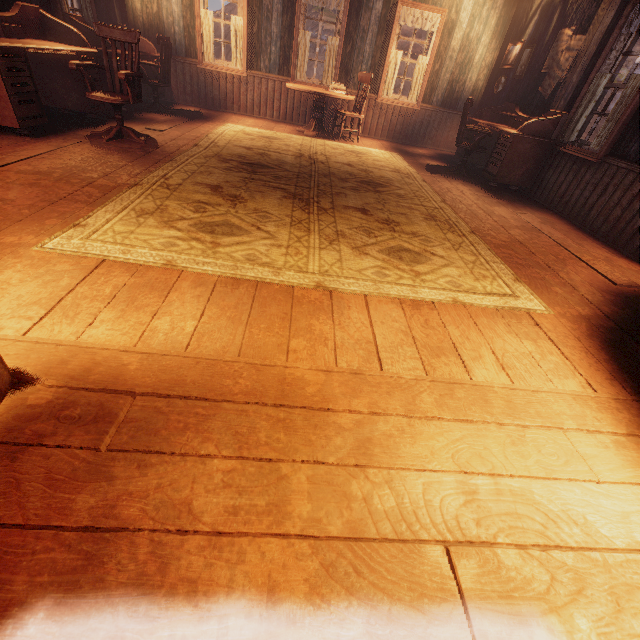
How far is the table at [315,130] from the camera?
6.04m

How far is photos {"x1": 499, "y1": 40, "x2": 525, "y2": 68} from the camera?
6.23m

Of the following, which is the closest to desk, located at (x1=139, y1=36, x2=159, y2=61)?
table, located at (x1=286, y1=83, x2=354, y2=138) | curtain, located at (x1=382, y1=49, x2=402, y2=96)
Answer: table, located at (x1=286, y1=83, x2=354, y2=138)

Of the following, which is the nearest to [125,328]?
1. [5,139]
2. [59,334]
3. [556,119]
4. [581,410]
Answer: [59,334]

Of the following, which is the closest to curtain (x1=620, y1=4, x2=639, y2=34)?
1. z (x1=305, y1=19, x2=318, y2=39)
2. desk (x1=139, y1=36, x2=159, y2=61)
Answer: z (x1=305, y1=19, x2=318, y2=39)

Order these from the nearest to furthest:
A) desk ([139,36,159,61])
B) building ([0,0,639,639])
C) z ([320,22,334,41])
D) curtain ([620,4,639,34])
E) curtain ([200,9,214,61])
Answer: building ([0,0,639,639]) → curtain ([620,4,639,34]) → desk ([139,36,159,61]) → curtain ([200,9,214,61]) → z ([320,22,334,41])

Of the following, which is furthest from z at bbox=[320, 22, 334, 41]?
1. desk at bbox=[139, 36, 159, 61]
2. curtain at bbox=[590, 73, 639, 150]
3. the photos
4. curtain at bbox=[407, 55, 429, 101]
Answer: desk at bbox=[139, 36, 159, 61]

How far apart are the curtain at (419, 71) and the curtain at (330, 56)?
1.8 meters
